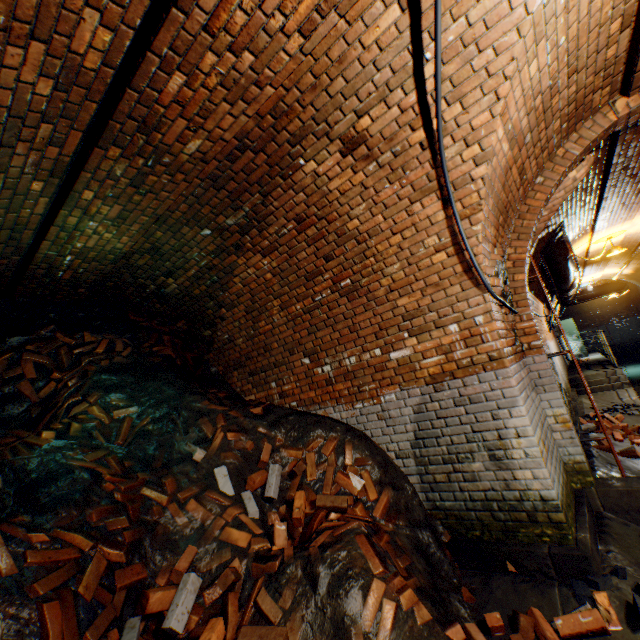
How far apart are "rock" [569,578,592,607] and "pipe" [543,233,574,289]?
5.8 meters

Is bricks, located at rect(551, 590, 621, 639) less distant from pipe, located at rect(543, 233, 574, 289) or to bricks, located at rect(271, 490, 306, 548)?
bricks, located at rect(271, 490, 306, 548)

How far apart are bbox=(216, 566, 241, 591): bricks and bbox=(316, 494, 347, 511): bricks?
0.62m

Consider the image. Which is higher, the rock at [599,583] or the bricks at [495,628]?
the rock at [599,583]

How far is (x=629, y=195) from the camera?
6.4 meters

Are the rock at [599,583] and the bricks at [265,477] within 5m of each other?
yes

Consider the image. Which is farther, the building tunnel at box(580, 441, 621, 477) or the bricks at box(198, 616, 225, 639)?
the building tunnel at box(580, 441, 621, 477)

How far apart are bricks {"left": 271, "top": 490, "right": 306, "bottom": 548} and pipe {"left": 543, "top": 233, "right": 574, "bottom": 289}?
6.57m
